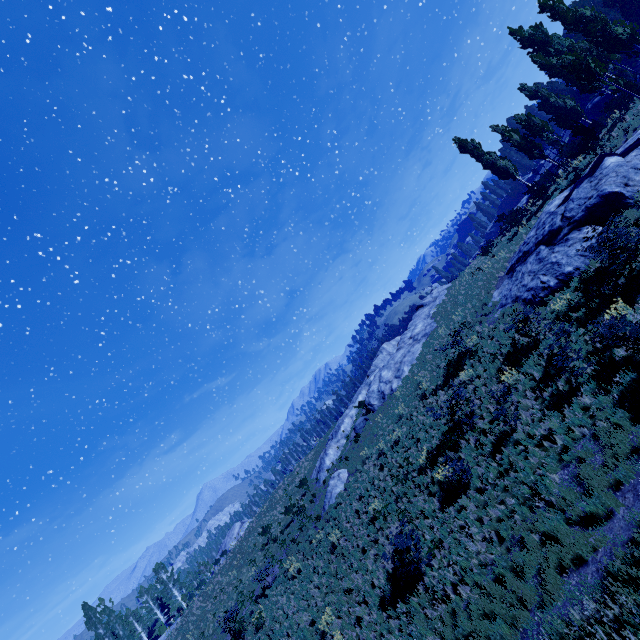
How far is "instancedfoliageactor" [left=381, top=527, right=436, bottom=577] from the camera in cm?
1062

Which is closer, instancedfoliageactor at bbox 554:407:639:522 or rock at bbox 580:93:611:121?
instancedfoliageactor at bbox 554:407:639:522

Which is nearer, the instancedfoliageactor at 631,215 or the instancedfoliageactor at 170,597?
the instancedfoliageactor at 631,215

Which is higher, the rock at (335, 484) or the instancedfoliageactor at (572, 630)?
the rock at (335, 484)

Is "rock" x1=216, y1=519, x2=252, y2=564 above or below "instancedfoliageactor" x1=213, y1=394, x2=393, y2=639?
above

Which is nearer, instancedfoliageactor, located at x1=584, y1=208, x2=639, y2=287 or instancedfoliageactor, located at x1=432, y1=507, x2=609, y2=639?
instancedfoliageactor, located at x1=432, y1=507, x2=609, y2=639

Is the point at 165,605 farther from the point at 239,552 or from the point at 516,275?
the point at 516,275
